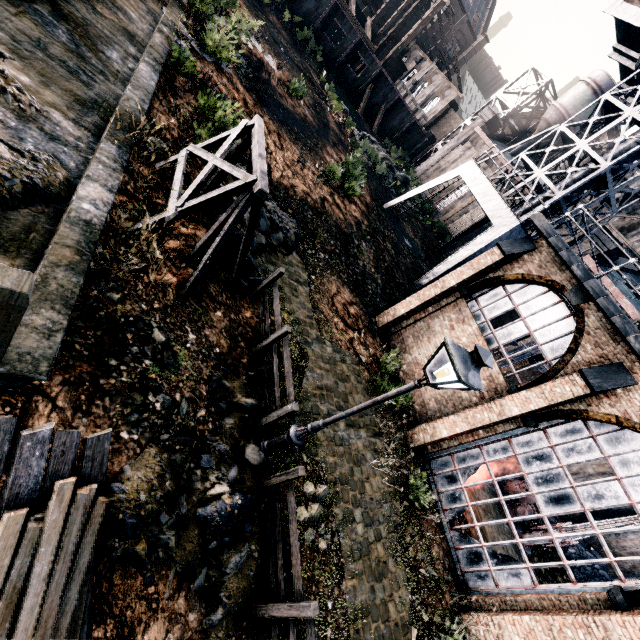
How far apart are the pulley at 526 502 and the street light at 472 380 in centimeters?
1718cm

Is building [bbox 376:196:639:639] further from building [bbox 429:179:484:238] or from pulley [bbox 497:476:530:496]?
pulley [bbox 497:476:530:496]

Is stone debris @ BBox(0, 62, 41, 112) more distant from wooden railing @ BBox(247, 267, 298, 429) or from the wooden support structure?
wooden railing @ BBox(247, 267, 298, 429)

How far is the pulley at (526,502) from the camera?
17.6m

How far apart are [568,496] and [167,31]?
21.66m

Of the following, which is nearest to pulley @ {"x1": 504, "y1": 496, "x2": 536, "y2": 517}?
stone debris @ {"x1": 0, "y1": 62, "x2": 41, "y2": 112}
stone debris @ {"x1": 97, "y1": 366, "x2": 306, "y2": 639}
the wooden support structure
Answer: stone debris @ {"x1": 97, "y1": 366, "x2": 306, "y2": 639}

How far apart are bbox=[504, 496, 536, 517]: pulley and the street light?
17.2 meters

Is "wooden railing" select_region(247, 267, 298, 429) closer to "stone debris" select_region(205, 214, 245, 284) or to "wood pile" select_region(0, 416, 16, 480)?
"stone debris" select_region(205, 214, 245, 284)
